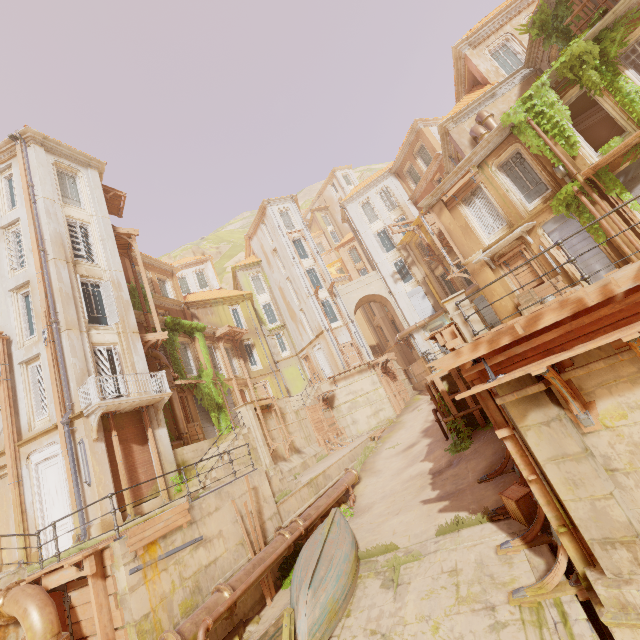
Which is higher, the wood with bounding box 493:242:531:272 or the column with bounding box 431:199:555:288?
the wood with bounding box 493:242:531:272

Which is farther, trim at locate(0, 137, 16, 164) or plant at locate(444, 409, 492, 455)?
trim at locate(0, 137, 16, 164)

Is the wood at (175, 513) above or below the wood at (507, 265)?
below

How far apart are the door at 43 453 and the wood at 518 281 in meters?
21.4

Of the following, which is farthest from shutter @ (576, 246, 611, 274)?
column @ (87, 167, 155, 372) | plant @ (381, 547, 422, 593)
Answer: column @ (87, 167, 155, 372)

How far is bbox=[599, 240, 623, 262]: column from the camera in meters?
13.1

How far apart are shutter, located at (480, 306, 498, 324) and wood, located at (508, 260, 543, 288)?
9.8 meters

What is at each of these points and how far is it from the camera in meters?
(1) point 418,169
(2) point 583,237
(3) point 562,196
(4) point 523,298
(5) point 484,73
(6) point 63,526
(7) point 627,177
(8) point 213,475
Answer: (1) window, 30.8
(2) shutter, 14.1
(3) plant, 14.0
(4) crate, 15.3
(5) column, 19.0
(6) door, 12.2
(7) shutter, 12.7
(8) stairs, 13.7
